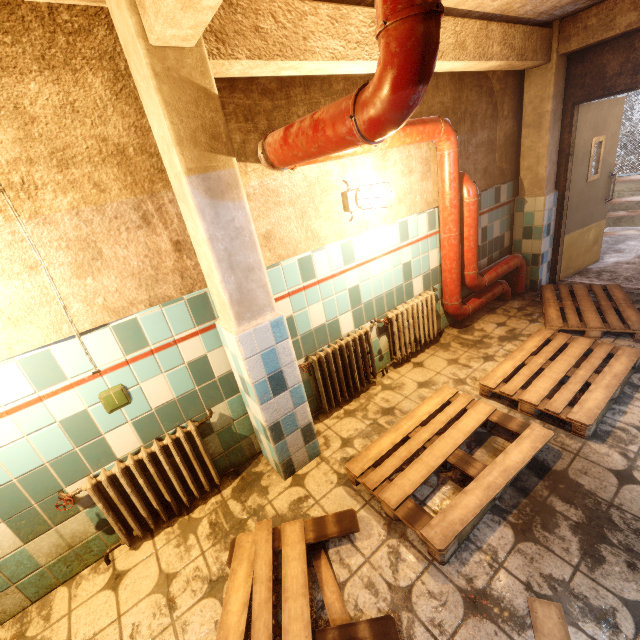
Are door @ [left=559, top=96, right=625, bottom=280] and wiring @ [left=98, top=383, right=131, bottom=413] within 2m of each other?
no

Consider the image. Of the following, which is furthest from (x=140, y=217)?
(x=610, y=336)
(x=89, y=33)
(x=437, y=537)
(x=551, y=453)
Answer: (x=610, y=336)

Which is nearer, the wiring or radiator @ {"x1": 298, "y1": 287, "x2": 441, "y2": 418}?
the wiring

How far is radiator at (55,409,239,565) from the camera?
2.0m

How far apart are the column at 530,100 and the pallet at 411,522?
2.68m

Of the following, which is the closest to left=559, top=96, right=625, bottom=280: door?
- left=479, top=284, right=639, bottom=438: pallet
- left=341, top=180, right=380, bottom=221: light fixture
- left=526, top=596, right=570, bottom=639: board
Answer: left=479, top=284, right=639, bottom=438: pallet

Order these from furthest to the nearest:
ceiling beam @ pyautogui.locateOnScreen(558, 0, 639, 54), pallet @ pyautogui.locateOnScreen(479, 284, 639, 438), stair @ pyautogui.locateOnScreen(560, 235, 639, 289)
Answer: stair @ pyautogui.locateOnScreen(560, 235, 639, 289) → ceiling beam @ pyautogui.locateOnScreen(558, 0, 639, 54) → pallet @ pyautogui.locateOnScreen(479, 284, 639, 438)

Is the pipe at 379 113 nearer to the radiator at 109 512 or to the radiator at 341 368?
the radiator at 341 368
